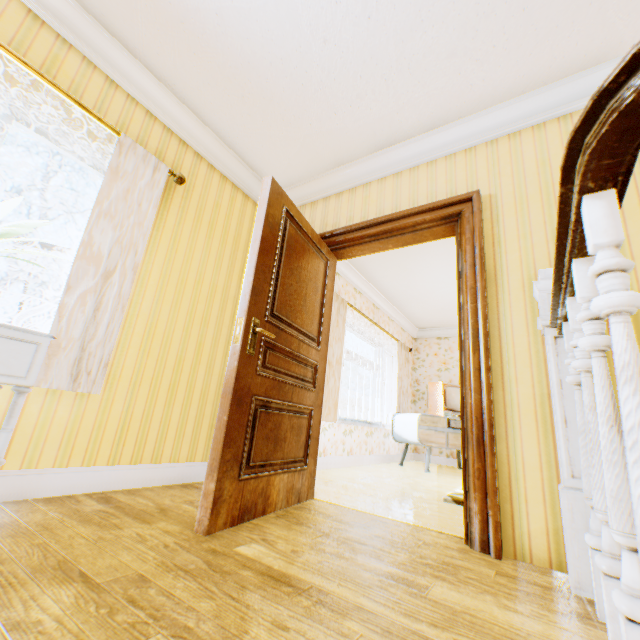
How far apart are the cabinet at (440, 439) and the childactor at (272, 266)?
3.4 meters

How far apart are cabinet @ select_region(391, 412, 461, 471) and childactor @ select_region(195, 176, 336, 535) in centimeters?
335cm

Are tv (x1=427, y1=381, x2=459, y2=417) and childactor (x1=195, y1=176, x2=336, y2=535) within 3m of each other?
no

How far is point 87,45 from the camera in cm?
232

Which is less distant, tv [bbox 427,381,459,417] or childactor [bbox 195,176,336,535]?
childactor [bbox 195,176,336,535]

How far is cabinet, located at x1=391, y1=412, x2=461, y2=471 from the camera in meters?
5.6

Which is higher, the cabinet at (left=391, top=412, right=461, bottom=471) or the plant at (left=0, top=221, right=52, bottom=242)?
the plant at (left=0, top=221, right=52, bottom=242)

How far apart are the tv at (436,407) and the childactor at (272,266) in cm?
401
